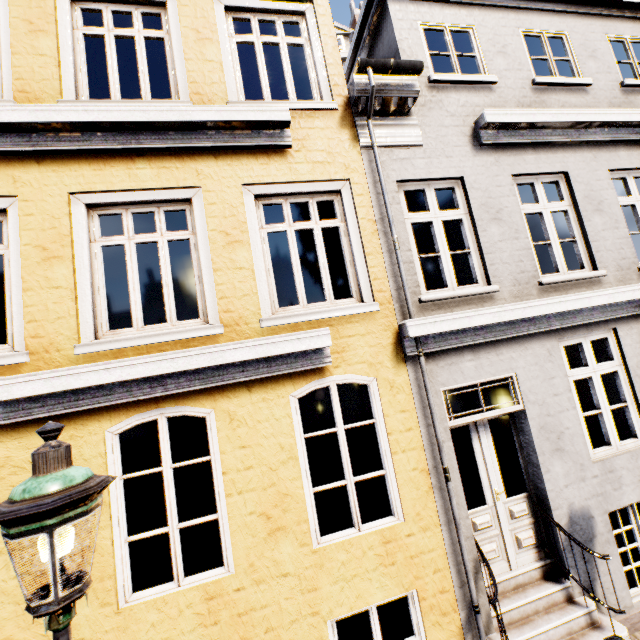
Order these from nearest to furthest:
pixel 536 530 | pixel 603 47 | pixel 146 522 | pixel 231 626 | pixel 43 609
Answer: pixel 43 609, pixel 231 626, pixel 536 530, pixel 603 47, pixel 146 522

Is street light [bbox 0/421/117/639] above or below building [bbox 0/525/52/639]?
above

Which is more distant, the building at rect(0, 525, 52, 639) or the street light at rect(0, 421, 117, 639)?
the building at rect(0, 525, 52, 639)

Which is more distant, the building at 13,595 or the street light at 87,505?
the building at 13,595
